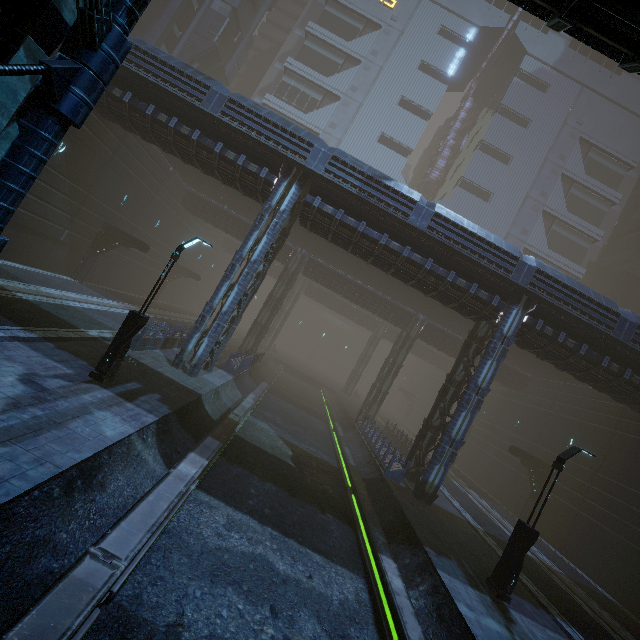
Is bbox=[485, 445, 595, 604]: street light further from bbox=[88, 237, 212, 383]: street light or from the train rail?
bbox=[88, 237, 212, 383]: street light

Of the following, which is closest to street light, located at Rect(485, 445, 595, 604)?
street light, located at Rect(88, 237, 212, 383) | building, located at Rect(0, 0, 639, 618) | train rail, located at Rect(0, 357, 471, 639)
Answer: train rail, located at Rect(0, 357, 471, 639)

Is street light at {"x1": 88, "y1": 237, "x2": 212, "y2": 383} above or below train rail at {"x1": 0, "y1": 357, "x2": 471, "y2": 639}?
above

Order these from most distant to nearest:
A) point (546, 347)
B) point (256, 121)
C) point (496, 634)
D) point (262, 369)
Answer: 1. point (262, 369)
2. point (546, 347)
3. point (256, 121)
4. point (496, 634)

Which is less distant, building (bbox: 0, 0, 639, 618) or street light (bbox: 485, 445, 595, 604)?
building (bbox: 0, 0, 639, 618)

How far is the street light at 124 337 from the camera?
10.3 meters

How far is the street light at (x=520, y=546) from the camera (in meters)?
10.43

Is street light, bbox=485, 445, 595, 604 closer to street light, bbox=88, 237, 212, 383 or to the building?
the building
